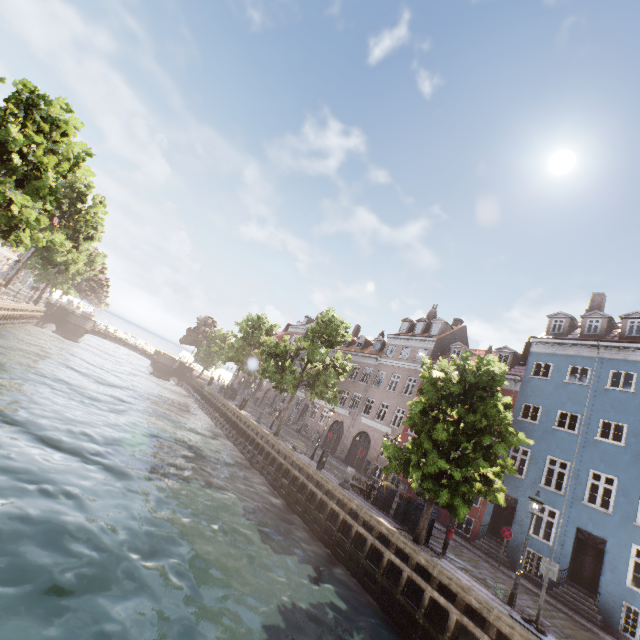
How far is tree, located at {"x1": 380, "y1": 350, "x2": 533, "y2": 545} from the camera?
12.5m

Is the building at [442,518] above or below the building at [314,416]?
below

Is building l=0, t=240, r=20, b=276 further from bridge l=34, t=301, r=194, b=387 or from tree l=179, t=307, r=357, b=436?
bridge l=34, t=301, r=194, b=387

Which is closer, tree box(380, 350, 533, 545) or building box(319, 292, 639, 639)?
tree box(380, 350, 533, 545)

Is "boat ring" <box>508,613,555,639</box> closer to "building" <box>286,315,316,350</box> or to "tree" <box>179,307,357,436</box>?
"tree" <box>179,307,357,436</box>

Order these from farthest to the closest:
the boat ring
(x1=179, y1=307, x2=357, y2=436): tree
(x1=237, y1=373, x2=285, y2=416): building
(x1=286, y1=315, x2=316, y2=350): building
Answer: (x1=286, y1=315, x2=316, y2=350): building
(x1=237, y1=373, x2=285, y2=416): building
(x1=179, y1=307, x2=357, y2=436): tree
the boat ring

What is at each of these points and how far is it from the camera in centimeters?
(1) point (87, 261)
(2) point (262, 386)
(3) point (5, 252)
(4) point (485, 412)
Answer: (1) tree, 4275cm
(2) building, 5184cm
(3) building, 4703cm
(4) tree, 1325cm

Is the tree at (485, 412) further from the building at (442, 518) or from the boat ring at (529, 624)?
the building at (442, 518)
